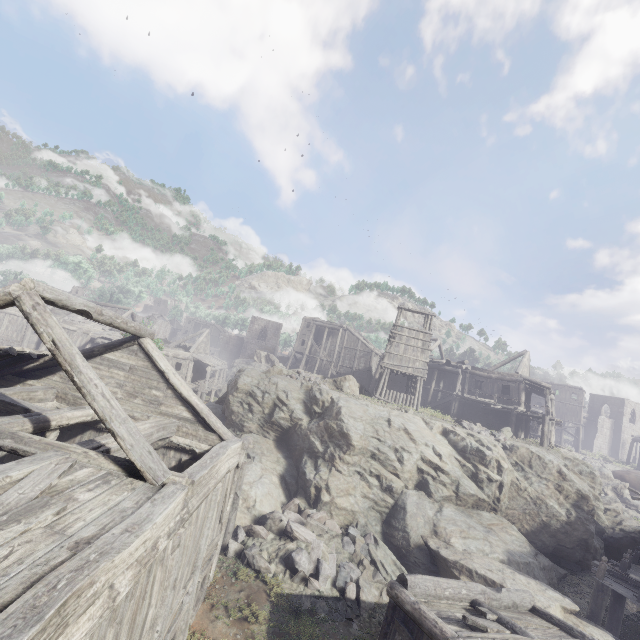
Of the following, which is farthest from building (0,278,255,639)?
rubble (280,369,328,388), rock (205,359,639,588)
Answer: rubble (280,369,328,388)

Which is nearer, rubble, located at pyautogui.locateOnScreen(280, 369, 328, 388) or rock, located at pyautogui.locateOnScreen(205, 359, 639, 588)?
rock, located at pyautogui.locateOnScreen(205, 359, 639, 588)

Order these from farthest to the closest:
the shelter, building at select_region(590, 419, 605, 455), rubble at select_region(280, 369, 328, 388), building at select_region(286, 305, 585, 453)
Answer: building at select_region(590, 419, 605, 455) → the shelter → building at select_region(286, 305, 585, 453) → rubble at select_region(280, 369, 328, 388)

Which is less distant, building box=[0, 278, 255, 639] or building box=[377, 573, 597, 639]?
building box=[0, 278, 255, 639]

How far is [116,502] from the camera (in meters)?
5.43

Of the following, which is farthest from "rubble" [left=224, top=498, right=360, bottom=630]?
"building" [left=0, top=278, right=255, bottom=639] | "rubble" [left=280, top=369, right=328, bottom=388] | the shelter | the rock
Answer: the shelter

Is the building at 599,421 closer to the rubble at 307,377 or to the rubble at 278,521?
the rubble at 278,521

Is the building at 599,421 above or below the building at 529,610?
above
